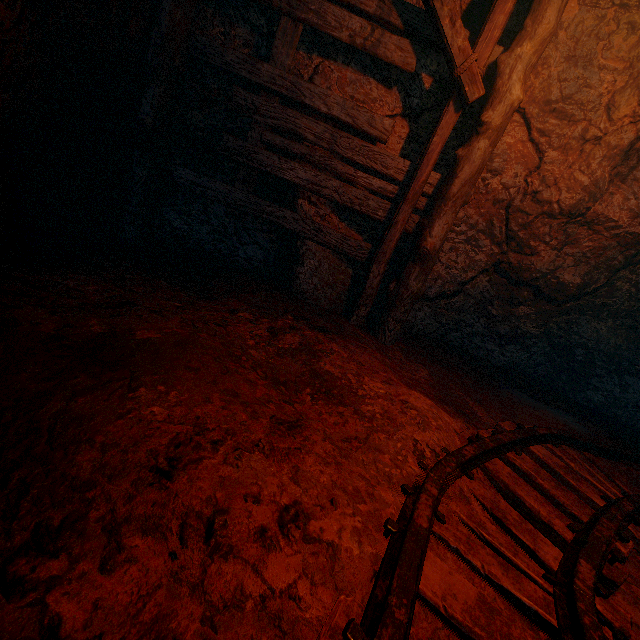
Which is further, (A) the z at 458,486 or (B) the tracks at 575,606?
(A) the z at 458,486

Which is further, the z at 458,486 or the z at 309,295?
the z at 458,486

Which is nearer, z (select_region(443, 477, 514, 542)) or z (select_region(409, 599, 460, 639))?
z (select_region(409, 599, 460, 639))

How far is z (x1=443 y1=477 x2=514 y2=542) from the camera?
1.79m

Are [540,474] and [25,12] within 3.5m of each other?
no
